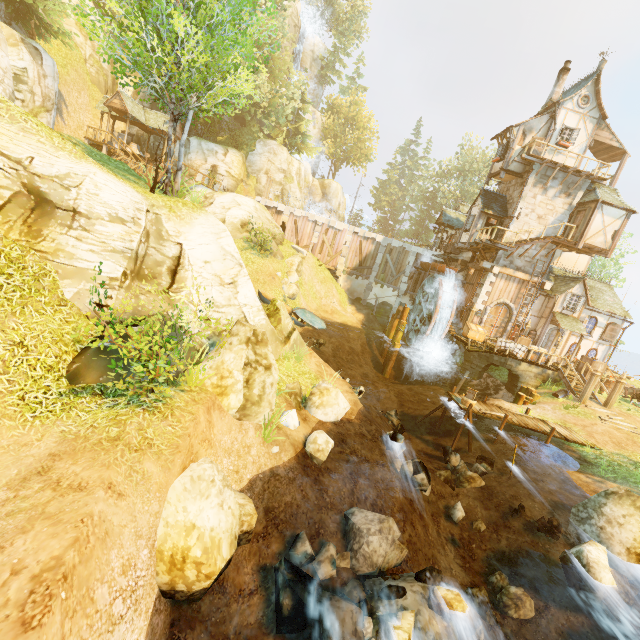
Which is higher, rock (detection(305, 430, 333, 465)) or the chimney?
the chimney

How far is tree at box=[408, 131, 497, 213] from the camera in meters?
51.5 m

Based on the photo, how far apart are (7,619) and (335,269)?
31.22m

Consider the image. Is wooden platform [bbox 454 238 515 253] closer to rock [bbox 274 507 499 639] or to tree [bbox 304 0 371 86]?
tree [bbox 304 0 371 86]

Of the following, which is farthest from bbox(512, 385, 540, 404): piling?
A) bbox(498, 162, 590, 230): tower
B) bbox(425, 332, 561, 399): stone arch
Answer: bbox(498, 162, 590, 230): tower

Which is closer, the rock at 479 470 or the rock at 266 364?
the rock at 266 364

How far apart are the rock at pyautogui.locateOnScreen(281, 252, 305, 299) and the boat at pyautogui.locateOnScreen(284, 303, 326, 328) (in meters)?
3.38

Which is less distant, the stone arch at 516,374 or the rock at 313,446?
the rock at 313,446
